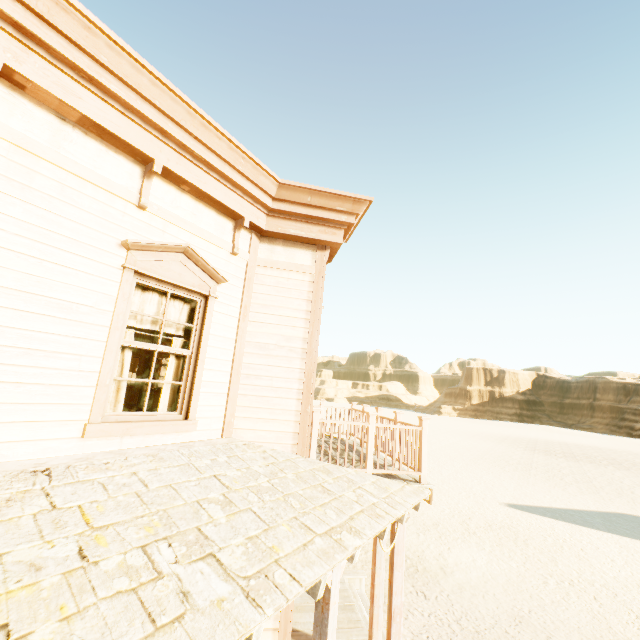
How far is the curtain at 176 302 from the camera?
4.3 meters

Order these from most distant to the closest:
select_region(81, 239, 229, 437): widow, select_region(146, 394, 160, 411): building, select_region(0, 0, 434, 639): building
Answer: select_region(146, 394, 160, 411): building → select_region(81, 239, 229, 437): widow → select_region(0, 0, 434, 639): building

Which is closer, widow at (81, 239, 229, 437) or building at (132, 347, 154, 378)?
widow at (81, 239, 229, 437)

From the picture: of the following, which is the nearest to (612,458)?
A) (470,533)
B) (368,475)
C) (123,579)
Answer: (470,533)

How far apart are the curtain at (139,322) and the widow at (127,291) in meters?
0.0

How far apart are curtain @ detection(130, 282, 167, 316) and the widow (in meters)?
0.01
